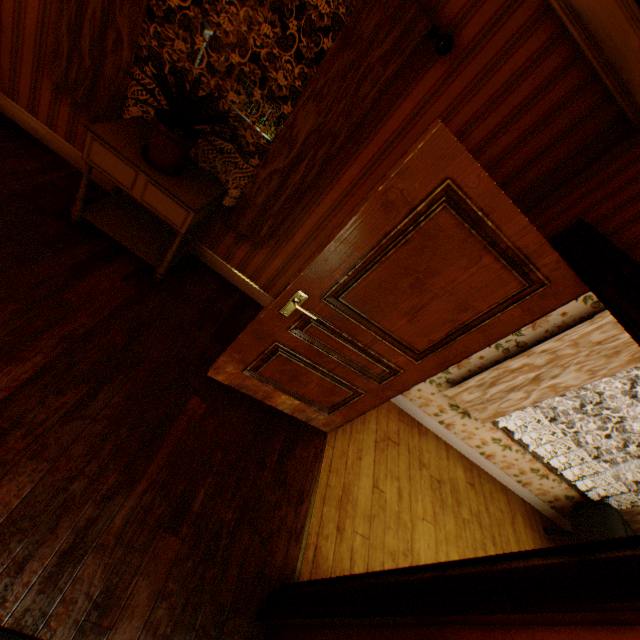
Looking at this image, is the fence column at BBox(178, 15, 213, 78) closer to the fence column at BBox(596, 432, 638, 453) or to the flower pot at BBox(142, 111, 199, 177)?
the flower pot at BBox(142, 111, 199, 177)

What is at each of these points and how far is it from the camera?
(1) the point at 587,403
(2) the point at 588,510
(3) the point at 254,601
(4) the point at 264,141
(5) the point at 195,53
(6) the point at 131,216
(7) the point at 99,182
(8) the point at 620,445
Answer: (1) gate, 21.3m
(2) tv, 4.1m
(3) building, 1.9m
(4) fence, 15.5m
(5) fence column, 13.9m
(6) cabinet, 2.8m
(7) building, 2.9m
(8) fence column, 23.0m

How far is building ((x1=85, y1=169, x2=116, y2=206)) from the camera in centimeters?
281cm

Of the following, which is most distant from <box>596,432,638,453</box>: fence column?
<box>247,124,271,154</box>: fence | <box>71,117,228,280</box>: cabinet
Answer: <box>71,117,228,280</box>: cabinet

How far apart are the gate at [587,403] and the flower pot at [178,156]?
27.2 meters

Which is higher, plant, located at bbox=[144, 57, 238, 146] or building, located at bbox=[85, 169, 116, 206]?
plant, located at bbox=[144, 57, 238, 146]

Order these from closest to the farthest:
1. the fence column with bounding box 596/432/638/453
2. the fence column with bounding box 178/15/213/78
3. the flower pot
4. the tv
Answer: the flower pot
the tv
the fence column with bounding box 178/15/213/78
the fence column with bounding box 596/432/638/453

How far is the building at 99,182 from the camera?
2.8 meters
